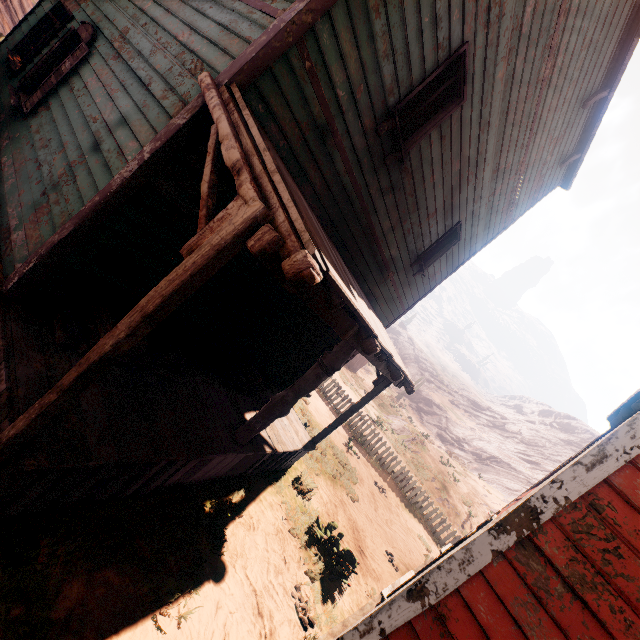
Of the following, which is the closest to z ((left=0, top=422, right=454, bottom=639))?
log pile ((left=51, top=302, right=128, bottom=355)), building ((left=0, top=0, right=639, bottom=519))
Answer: building ((left=0, top=0, right=639, bottom=519))

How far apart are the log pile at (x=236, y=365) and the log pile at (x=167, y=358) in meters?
1.2 m

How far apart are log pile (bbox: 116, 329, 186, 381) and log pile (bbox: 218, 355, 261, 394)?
1.2 meters

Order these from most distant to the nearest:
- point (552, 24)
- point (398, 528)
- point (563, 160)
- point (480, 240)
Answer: point (398, 528) → point (480, 240) → point (563, 160) → point (552, 24)

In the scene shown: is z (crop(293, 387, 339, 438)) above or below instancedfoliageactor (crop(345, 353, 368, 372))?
below

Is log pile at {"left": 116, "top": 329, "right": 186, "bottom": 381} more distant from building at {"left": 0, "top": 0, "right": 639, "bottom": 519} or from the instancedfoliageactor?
the instancedfoliageactor

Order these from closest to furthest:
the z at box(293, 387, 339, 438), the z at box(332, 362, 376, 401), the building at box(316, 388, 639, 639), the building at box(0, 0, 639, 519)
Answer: the building at box(316, 388, 639, 639) < the building at box(0, 0, 639, 519) < the z at box(293, 387, 339, 438) < the z at box(332, 362, 376, 401)

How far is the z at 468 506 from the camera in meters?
20.0 m
